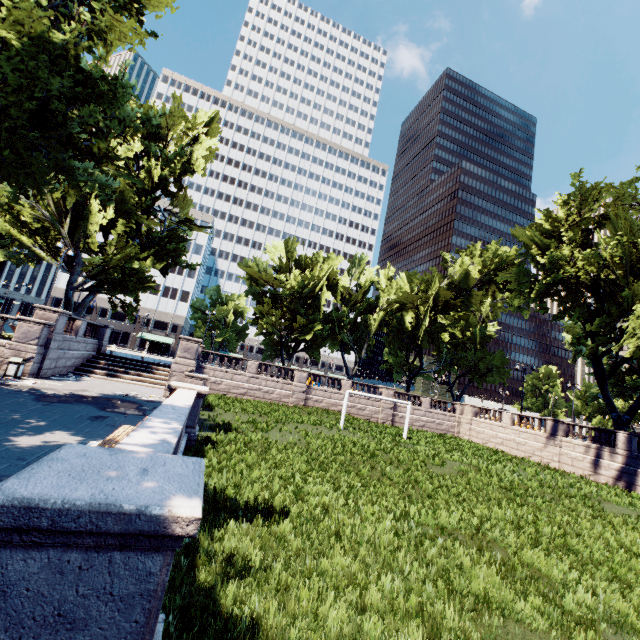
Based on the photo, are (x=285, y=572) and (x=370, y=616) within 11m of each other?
yes

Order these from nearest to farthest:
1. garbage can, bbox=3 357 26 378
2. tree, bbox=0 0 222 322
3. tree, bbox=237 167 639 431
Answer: tree, bbox=0 0 222 322, garbage can, bbox=3 357 26 378, tree, bbox=237 167 639 431

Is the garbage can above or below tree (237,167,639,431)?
below

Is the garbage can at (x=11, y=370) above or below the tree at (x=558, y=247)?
below

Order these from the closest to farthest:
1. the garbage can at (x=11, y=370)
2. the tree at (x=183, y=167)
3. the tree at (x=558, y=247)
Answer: the tree at (x=183, y=167) < the garbage can at (x=11, y=370) < the tree at (x=558, y=247)

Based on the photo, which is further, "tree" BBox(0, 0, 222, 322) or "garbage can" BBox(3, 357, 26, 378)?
"garbage can" BBox(3, 357, 26, 378)
